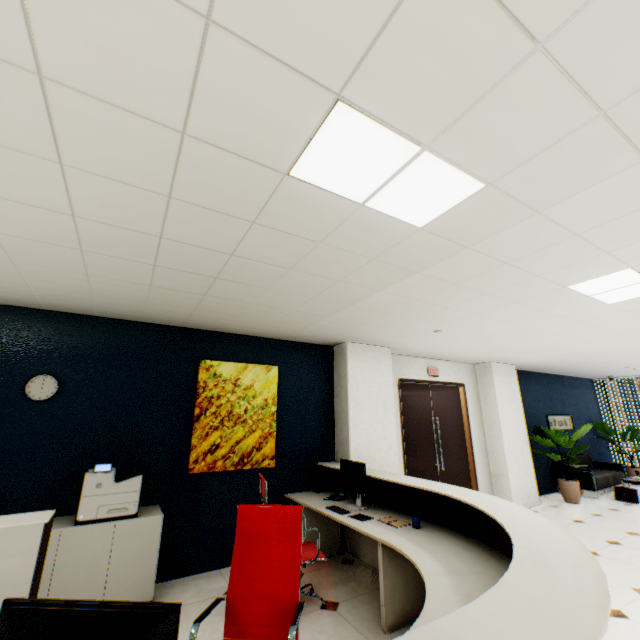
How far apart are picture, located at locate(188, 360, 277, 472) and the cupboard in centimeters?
48cm

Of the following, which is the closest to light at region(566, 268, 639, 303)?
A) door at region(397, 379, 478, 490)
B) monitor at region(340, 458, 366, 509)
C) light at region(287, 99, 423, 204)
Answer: light at region(287, 99, 423, 204)

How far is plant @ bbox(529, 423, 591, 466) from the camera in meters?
7.1 m

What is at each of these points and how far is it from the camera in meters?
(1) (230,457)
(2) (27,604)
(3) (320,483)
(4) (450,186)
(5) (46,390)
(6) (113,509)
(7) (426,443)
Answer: (1) picture, 4.3 m
(2) monitor, 0.9 m
(3) computer base unit, 4.7 m
(4) light, 1.8 m
(5) clock, 3.6 m
(6) printer, 3.2 m
(7) door, 6.4 m

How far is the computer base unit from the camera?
4.7m

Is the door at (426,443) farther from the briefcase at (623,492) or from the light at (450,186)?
the light at (450,186)

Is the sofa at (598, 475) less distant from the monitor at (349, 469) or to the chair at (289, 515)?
the monitor at (349, 469)

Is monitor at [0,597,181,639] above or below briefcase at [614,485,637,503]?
above
